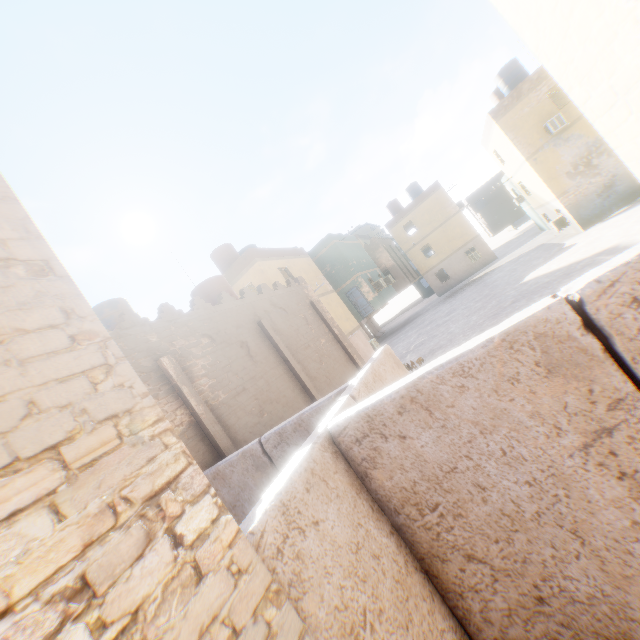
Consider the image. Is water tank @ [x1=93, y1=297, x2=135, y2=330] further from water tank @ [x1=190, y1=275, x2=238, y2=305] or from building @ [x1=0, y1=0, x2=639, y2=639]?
water tank @ [x1=190, y1=275, x2=238, y2=305]

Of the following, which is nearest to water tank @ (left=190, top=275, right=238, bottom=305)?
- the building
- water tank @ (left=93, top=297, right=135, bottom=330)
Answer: the building

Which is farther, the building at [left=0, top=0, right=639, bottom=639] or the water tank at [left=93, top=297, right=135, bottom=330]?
the water tank at [left=93, top=297, right=135, bottom=330]

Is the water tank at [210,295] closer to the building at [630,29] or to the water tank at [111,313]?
the building at [630,29]

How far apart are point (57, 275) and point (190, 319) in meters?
6.3 m

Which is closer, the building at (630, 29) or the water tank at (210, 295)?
the building at (630, 29)
